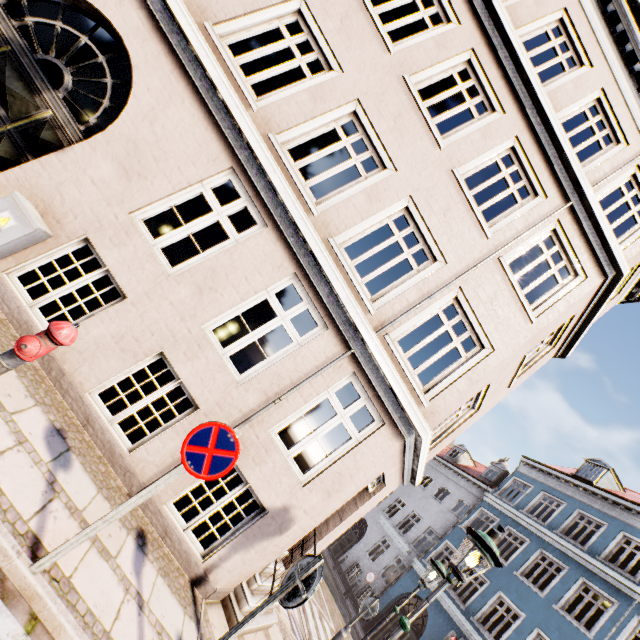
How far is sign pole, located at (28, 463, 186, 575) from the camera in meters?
2.7

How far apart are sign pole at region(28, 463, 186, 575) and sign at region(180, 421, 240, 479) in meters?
0.0

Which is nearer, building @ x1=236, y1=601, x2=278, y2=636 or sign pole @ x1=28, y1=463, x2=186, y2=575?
sign pole @ x1=28, y1=463, x2=186, y2=575

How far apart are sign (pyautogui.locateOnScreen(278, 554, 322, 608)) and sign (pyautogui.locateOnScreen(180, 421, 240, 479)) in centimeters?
136cm

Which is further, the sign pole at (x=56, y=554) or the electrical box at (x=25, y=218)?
the electrical box at (x=25, y=218)

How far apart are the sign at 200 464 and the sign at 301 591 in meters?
1.4

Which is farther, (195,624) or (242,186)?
(242,186)

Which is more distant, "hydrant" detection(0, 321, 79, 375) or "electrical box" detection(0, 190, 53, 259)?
"electrical box" detection(0, 190, 53, 259)
